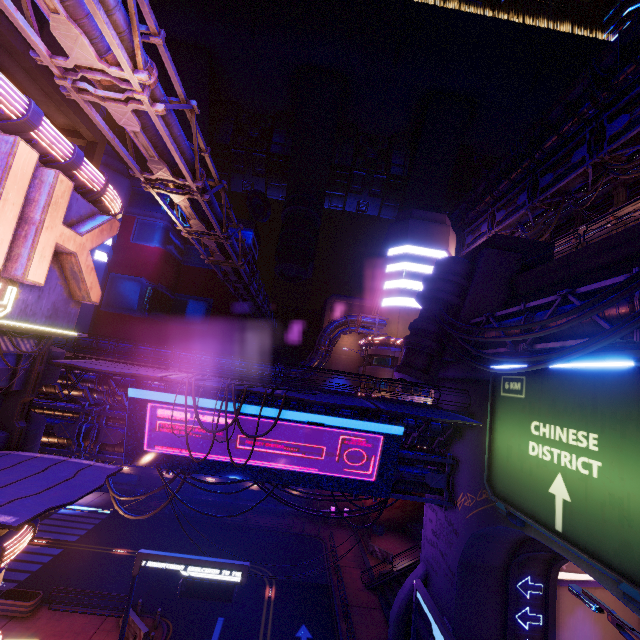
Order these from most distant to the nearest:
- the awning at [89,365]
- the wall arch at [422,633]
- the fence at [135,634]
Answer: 1. the fence at [135,634]
2. the wall arch at [422,633]
3. the awning at [89,365]

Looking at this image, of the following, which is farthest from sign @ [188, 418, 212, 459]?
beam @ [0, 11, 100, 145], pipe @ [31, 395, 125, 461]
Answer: beam @ [0, 11, 100, 145]

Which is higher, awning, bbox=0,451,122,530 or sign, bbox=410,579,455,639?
awning, bbox=0,451,122,530

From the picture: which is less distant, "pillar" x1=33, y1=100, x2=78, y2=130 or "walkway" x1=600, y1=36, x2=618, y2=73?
"pillar" x1=33, y1=100, x2=78, y2=130

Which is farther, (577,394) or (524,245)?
(524,245)

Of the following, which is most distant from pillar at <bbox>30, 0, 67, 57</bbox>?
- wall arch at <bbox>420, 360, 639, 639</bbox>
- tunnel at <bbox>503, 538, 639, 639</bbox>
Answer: tunnel at <bbox>503, 538, 639, 639</bbox>

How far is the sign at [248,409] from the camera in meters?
16.3

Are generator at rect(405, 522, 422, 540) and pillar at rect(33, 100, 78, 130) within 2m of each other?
no
